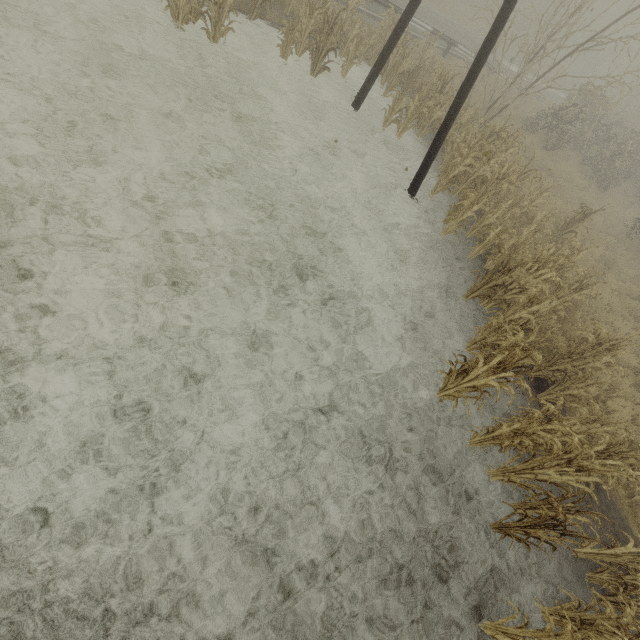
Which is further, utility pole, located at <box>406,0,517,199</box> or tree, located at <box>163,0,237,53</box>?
tree, located at <box>163,0,237,53</box>

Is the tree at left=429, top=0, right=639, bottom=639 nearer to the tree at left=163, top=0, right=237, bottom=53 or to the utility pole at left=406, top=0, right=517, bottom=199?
the utility pole at left=406, top=0, right=517, bottom=199

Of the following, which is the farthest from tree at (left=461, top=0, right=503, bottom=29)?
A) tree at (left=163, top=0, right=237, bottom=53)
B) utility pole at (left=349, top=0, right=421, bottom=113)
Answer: tree at (left=163, top=0, right=237, bottom=53)

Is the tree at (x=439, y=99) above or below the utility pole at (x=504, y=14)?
below

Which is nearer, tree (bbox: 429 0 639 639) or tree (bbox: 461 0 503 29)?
tree (bbox: 429 0 639 639)

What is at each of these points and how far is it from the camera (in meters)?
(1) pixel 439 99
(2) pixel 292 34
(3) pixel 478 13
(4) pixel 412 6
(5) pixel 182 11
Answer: (1) tree, 10.62
(2) tree, 9.36
(3) tree, 32.50
(4) utility pole, 8.20
(5) tree, 8.13

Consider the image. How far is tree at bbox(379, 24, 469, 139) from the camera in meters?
10.1 m
